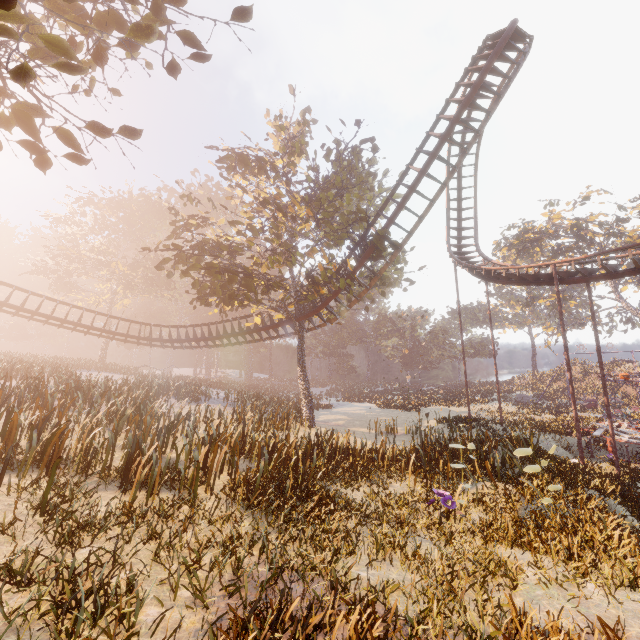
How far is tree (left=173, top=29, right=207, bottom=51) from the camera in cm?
563

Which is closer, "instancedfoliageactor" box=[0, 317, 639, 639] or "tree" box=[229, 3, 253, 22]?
"instancedfoliageactor" box=[0, 317, 639, 639]

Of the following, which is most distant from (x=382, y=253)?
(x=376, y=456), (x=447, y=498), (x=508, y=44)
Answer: (x=447, y=498)

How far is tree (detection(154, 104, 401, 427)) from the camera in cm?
1628

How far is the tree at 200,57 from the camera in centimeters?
564cm

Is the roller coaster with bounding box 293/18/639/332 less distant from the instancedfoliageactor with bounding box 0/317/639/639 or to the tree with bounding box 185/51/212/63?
the instancedfoliageactor with bounding box 0/317/639/639

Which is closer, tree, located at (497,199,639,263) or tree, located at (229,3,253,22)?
tree, located at (229,3,253,22)
